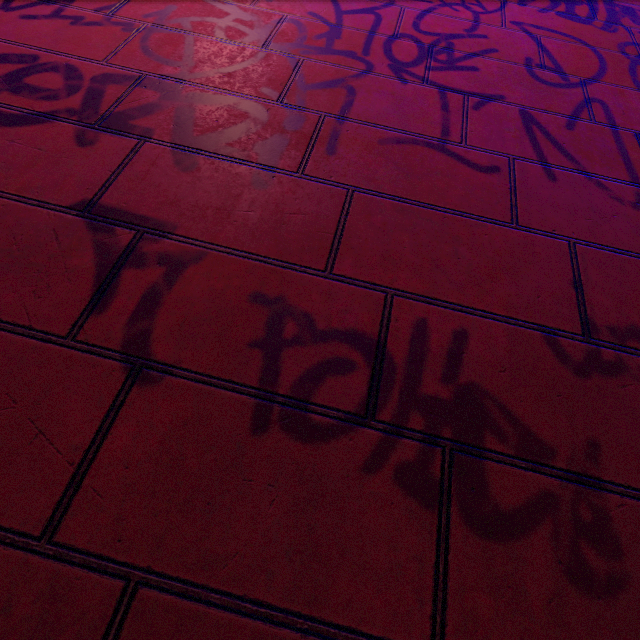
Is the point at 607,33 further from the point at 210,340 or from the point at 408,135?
the point at 210,340
